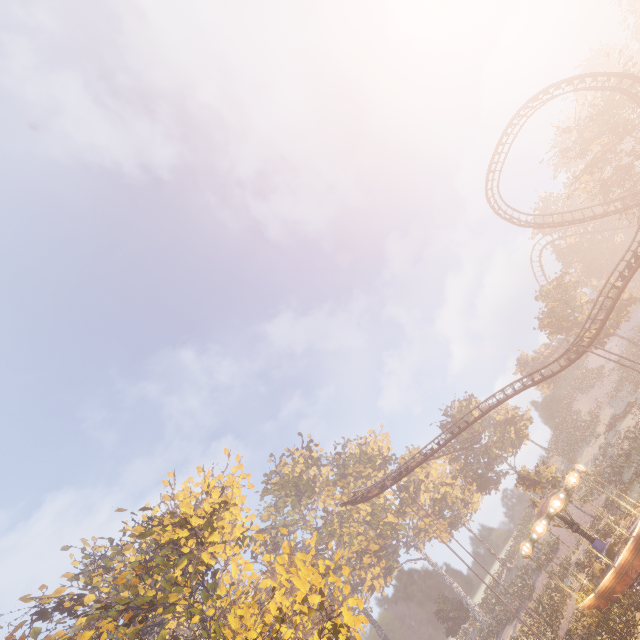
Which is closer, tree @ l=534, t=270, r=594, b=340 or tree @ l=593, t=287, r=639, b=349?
tree @ l=593, t=287, r=639, b=349

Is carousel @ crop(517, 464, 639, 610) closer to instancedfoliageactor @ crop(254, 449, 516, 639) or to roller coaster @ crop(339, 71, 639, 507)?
instancedfoliageactor @ crop(254, 449, 516, 639)

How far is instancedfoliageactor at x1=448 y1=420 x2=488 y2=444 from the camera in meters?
53.3 m

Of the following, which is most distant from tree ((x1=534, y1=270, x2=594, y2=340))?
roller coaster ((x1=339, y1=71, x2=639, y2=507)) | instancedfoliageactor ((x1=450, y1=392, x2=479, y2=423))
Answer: instancedfoliageactor ((x1=450, y1=392, x2=479, y2=423))

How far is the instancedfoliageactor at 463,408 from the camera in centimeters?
5576cm

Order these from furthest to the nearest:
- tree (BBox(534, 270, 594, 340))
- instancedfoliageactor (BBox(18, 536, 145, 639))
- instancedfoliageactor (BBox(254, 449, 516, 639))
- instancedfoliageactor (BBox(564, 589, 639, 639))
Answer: instancedfoliageactor (BBox(254, 449, 516, 639)) < tree (BBox(534, 270, 594, 340)) < instancedfoliageactor (BBox(18, 536, 145, 639)) < instancedfoliageactor (BBox(564, 589, 639, 639))

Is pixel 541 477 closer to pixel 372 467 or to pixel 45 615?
pixel 372 467

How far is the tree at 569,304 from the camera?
43.5m
